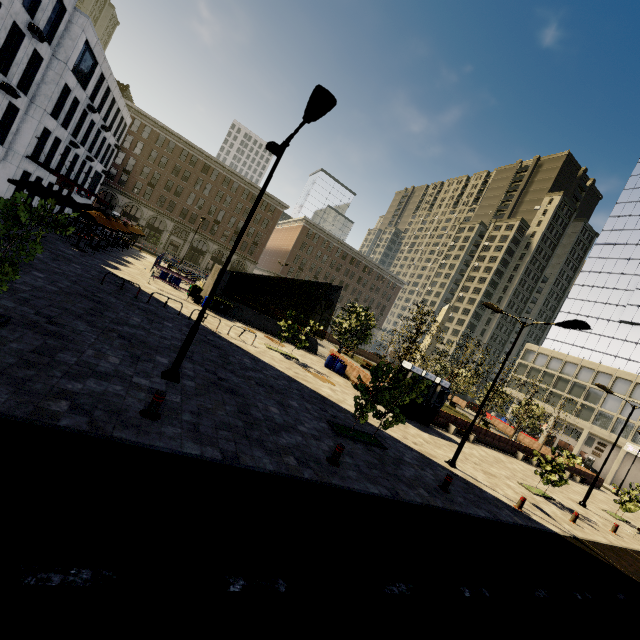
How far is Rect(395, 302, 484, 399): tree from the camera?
24.9m

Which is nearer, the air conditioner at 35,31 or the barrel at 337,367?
the air conditioner at 35,31

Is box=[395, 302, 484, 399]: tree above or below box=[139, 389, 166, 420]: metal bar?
above

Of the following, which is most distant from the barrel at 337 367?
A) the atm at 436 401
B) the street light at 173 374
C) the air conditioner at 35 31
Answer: the air conditioner at 35 31

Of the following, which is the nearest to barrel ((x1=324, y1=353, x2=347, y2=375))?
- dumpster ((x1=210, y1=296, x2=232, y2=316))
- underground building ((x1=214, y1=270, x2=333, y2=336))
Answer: underground building ((x1=214, y1=270, x2=333, y2=336))

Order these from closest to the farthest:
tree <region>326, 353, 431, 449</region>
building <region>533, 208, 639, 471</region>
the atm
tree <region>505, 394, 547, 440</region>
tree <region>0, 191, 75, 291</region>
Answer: tree <region>0, 191, 75, 291</region>, tree <region>326, 353, 431, 449</region>, the atm, tree <region>505, 394, 547, 440</region>, building <region>533, 208, 639, 471</region>

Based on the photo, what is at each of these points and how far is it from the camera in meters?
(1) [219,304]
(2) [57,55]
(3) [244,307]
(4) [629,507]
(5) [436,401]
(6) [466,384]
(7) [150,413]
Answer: (1) dumpster, 24.0 m
(2) building, 25.1 m
(3) underground building, 26.0 m
(4) tree, 22.7 m
(5) atm, 21.4 m
(6) tree, 49.6 m
(7) metal bar, 6.8 m

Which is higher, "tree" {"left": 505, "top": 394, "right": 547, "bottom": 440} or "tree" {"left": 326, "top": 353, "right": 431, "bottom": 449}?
"tree" {"left": 505, "top": 394, "right": 547, "bottom": 440}
